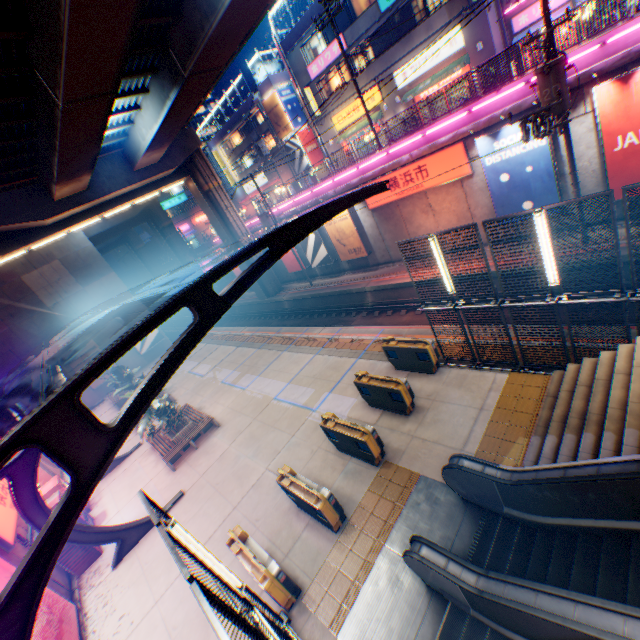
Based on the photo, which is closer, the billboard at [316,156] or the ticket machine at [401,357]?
the ticket machine at [401,357]

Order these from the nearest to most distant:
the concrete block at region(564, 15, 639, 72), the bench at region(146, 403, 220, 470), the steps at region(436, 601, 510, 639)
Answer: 1. the steps at region(436, 601, 510, 639)
2. the concrete block at region(564, 15, 639, 72)
3. the bench at region(146, 403, 220, 470)

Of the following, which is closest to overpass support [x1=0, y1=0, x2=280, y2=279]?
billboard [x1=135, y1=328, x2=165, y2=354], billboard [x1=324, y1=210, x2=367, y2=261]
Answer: billboard [x1=135, y1=328, x2=165, y2=354]

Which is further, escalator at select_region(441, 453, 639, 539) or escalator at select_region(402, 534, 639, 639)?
escalator at select_region(441, 453, 639, 539)

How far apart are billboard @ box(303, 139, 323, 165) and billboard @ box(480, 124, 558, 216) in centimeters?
2765cm

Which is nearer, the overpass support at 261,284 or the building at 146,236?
the overpass support at 261,284

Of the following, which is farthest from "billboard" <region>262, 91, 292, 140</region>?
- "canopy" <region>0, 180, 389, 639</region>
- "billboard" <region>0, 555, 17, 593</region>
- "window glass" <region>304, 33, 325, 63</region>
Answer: "billboard" <region>0, 555, 17, 593</region>

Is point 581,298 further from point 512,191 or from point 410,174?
point 410,174
